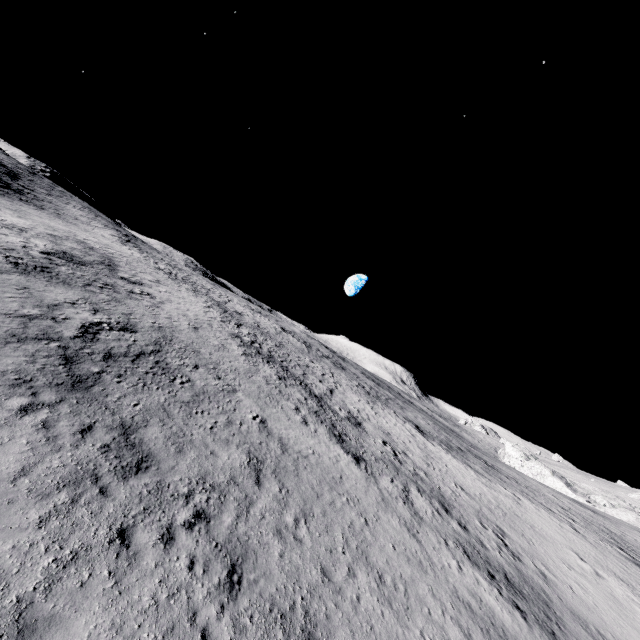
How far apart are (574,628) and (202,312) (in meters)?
33.44
